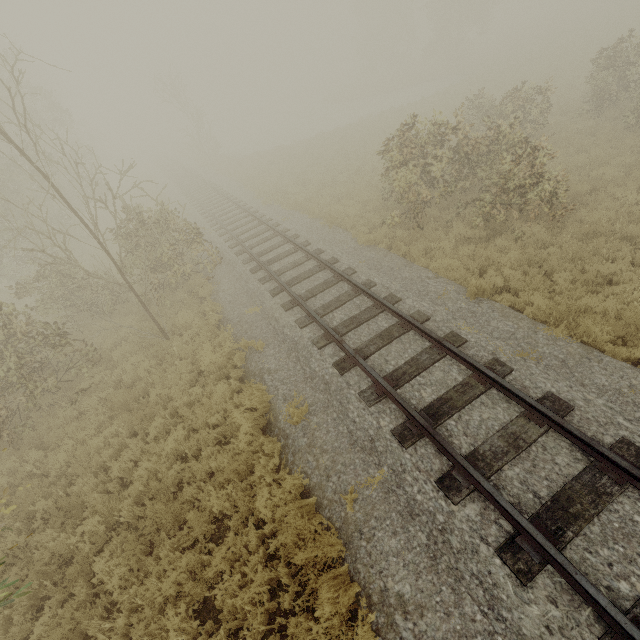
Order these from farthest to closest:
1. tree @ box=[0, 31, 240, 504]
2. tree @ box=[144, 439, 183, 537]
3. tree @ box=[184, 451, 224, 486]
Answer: tree @ box=[0, 31, 240, 504] < tree @ box=[184, 451, 224, 486] < tree @ box=[144, 439, 183, 537]

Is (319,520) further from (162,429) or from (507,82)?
(507,82)

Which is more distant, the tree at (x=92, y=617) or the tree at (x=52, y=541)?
the tree at (x=52, y=541)

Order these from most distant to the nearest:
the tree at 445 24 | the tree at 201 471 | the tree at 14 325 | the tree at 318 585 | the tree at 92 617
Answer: the tree at 445 24 < the tree at 14 325 < the tree at 201 471 < the tree at 92 617 < the tree at 318 585

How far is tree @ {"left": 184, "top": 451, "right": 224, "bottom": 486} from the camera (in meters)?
6.46
